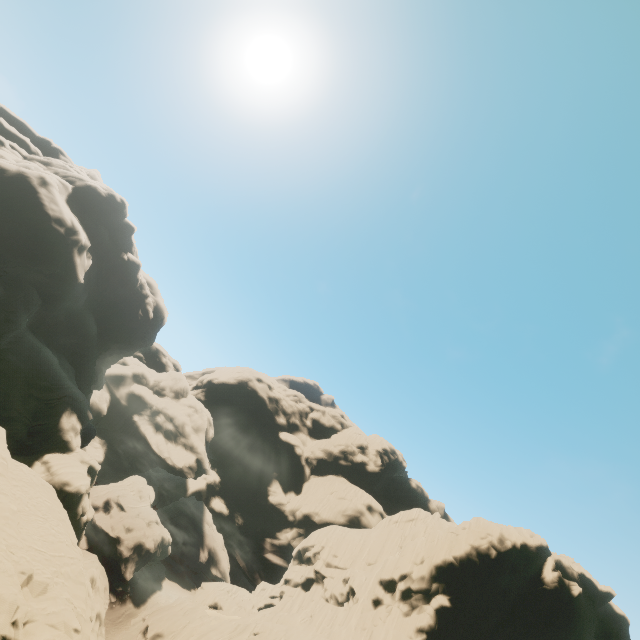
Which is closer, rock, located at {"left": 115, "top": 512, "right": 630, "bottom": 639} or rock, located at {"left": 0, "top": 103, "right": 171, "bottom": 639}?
rock, located at {"left": 0, "top": 103, "right": 171, "bottom": 639}

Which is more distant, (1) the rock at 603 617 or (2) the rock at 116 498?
(1) the rock at 603 617

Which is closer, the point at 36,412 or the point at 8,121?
the point at 36,412
